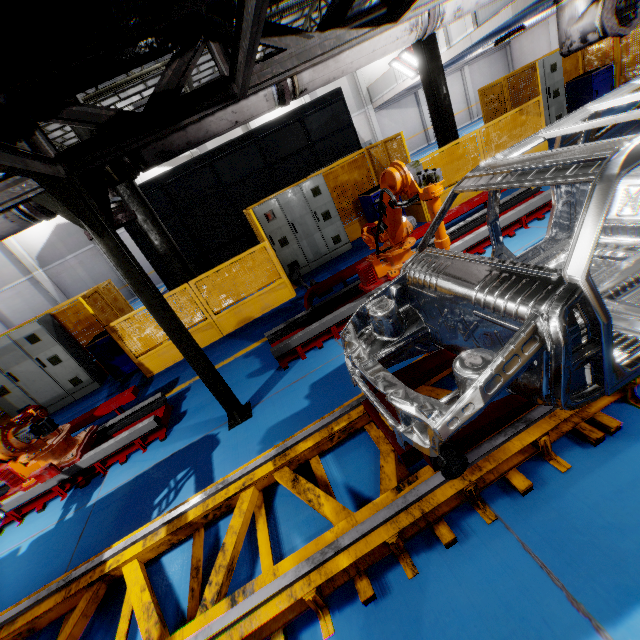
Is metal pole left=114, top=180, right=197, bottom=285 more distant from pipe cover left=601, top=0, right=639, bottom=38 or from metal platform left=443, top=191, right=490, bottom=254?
pipe cover left=601, top=0, right=639, bottom=38

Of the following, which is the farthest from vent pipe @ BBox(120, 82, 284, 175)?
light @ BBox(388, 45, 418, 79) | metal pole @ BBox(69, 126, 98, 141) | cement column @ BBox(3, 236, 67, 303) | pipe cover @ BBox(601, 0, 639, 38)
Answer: cement column @ BBox(3, 236, 67, 303)

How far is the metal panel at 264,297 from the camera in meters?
7.3

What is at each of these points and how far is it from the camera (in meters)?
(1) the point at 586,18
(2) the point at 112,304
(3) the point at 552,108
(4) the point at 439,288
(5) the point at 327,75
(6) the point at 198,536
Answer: (1) vent pipe, 4.38
(2) metal panel, 7.82
(3) cabinet, 9.85
(4) chassis, 2.75
(5) vent pipe, 3.79
(6) platform, 3.04

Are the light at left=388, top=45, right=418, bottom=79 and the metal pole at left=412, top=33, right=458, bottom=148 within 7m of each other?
no

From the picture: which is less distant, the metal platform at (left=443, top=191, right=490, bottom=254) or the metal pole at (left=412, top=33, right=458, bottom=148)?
the metal platform at (left=443, top=191, right=490, bottom=254)

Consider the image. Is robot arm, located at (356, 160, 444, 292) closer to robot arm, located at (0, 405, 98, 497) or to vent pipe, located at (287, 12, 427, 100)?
vent pipe, located at (287, 12, 427, 100)

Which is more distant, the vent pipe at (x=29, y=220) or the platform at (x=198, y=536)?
the vent pipe at (x=29, y=220)
